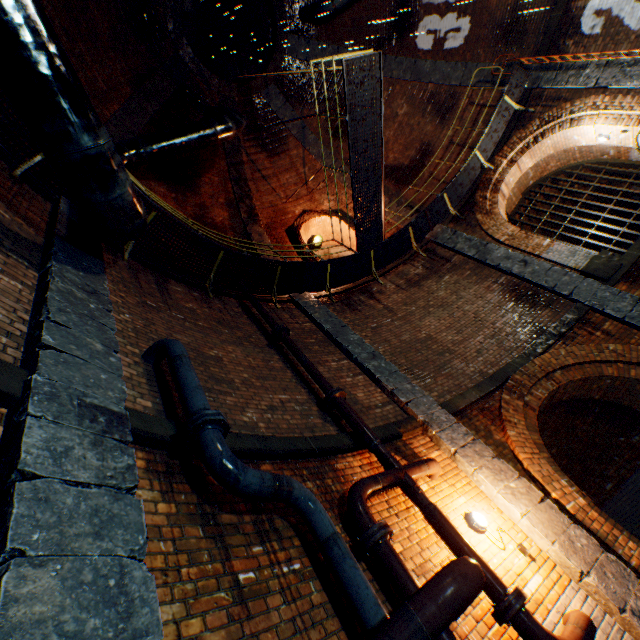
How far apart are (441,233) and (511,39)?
6.4 meters

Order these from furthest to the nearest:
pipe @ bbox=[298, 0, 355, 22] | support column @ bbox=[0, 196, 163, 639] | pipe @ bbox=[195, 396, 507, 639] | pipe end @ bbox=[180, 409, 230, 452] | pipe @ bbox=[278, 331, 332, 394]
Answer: pipe @ bbox=[298, 0, 355, 22], pipe @ bbox=[278, 331, 332, 394], pipe end @ bbox=[180, 409, 230, 452], pipe @ bbox=[195, 396, 507, 639], support column @ bbox=[0, 196, 163, 639]

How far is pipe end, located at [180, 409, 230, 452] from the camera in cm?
258

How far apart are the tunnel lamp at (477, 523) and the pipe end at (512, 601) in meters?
0.9

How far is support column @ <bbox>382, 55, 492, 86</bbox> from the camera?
11.2m

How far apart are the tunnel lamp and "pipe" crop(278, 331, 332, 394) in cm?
244

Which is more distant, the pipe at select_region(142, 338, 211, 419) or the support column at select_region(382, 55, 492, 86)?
the support column at select_region(382, 55, 492, 86)

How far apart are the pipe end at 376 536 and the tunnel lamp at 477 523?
1.7m
